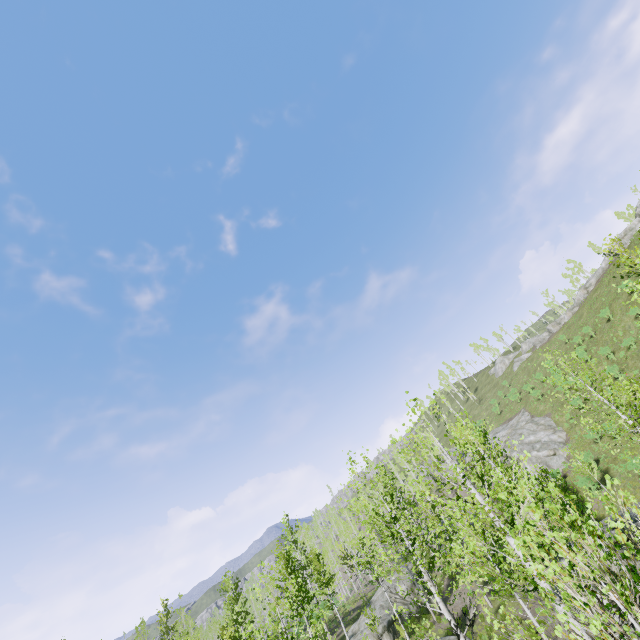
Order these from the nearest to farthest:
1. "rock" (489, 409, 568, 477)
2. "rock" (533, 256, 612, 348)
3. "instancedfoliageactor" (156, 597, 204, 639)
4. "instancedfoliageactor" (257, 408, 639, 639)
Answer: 1. "instancedfoliageactor" (257, 408, 639, 639)
2. "rock" (489, 409, 568, 477)
3. "instancedfoliageactor" (156, 597, 204, 639)
4. "rock" (533, 256, 612, 348)

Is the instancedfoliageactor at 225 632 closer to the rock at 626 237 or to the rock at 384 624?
the rock at 384 624

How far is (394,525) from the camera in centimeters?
1015cm

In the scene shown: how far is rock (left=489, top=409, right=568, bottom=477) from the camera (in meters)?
34.16

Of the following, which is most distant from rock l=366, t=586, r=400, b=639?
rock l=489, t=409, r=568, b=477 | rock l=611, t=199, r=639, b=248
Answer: rock l=611, t=199, r=639, b=248

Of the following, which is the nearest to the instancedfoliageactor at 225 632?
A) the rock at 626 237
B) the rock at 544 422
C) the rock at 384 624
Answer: the rock at 384 624

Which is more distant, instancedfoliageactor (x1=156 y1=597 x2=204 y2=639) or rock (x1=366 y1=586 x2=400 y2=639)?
instancedfoliageactor (x1=156 y1=597 x2=204 y2=639)

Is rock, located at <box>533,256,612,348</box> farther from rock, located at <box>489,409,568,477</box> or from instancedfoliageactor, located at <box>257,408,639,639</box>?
instancedfoliageactor, located at <box>257,408,639,639</box>
